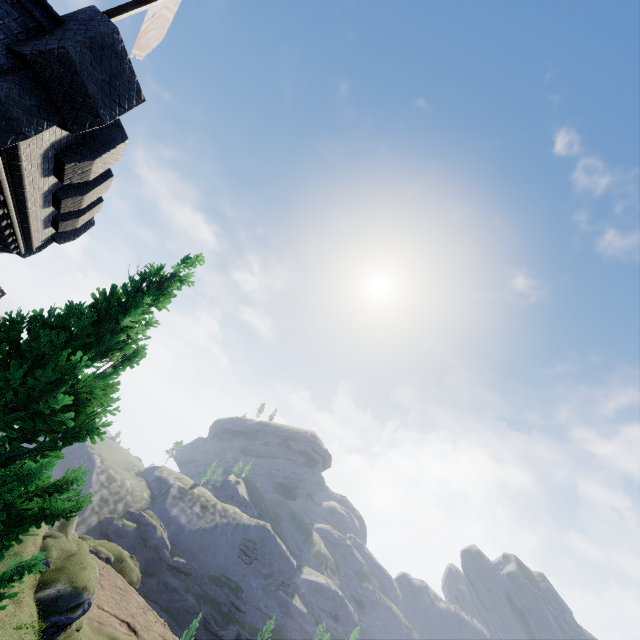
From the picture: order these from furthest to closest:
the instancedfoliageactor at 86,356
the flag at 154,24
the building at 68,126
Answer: the flag at 154,24 < the building at 68,126 < the instancedfoliageactor at 86,356

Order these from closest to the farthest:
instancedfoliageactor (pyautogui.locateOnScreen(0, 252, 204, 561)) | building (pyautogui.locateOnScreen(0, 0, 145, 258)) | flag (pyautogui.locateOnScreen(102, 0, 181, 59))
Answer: instancedfoliageactor (pyautogui.locateOnScreen(0, 252, 204, 561)) → building (pyautogui.locateOnScreen(0, 0, 145, 258)) → flag (pyautogui.locateOnScreen(102, 0, 181, 59))

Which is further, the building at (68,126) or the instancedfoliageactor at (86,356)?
the building at (68,126)

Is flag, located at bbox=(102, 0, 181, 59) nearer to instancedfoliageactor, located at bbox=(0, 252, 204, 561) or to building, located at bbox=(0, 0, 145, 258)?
building, located at bbox=(0, 0, 145, 258)

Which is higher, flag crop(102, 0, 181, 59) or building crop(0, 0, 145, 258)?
flag crop(102, 0, 181, 59)

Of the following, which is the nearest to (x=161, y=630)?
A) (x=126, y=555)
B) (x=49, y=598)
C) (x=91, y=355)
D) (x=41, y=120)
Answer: (x=126, y=555)

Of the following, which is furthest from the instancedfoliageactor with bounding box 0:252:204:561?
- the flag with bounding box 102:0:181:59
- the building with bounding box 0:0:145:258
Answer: the flag with bounding box 102:0:181:59
